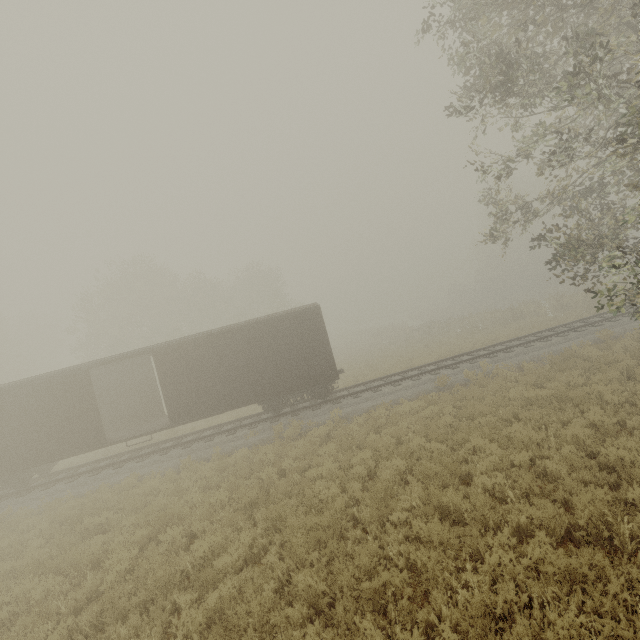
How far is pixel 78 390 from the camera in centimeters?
1407cm

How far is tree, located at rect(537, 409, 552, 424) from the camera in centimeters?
898cm

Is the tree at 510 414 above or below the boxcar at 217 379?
below

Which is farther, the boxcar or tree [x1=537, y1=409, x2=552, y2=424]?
the boxcar

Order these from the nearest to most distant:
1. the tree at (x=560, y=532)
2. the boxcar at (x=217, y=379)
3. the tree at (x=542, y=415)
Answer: the tree at (x=560, y=532) < the tree at (x=542, y=415) < the boxcar at (x=217, y=379)

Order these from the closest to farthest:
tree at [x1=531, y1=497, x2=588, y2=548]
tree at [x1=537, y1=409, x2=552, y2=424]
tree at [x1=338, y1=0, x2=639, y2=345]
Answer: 1. tree at [x1=531, y1=497, x2=588, y2=548]
2. tree at [x1=338, y1=0, x2=639, y2=345]
3. tree at [x1=537, y1=409, x2=552, y2=424]

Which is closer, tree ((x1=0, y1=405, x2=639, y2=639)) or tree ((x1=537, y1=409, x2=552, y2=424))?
tree ((x1=0, y1=405, x2=639, y2=639))
